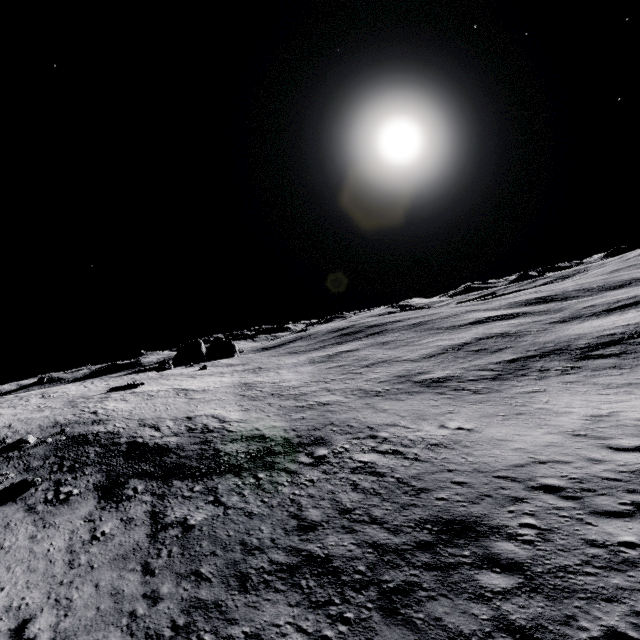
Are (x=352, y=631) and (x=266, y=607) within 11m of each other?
yes
